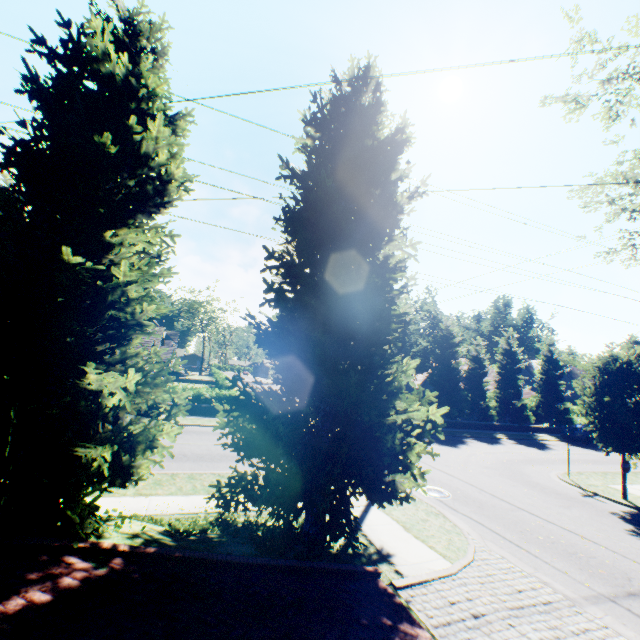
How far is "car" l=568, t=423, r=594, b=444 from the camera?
29.12m

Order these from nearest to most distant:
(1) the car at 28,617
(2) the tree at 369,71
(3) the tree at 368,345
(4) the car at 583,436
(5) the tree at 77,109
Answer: (1) the car at 28,617, (5) the tree at 77,109, (3) the tree at 368,345, (2) the tree at 369,71, (4) the car at 583,436

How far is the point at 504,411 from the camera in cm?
3309

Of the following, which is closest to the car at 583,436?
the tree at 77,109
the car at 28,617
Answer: the tree at 77,109

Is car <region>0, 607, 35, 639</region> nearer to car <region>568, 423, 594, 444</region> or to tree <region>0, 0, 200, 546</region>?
tree <region>0, 0, 200, 546</region>

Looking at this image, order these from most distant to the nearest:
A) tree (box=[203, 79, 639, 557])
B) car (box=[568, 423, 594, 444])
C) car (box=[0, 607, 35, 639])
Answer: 1. car (box=[568, 423, 594, 444])
2. tree (box=[203, 79, 639, 557])
3. car (box=[0, 607, 35, 639])

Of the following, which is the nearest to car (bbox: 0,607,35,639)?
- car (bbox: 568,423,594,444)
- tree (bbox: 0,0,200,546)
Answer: tree (bbox: 0,0,200,546)
